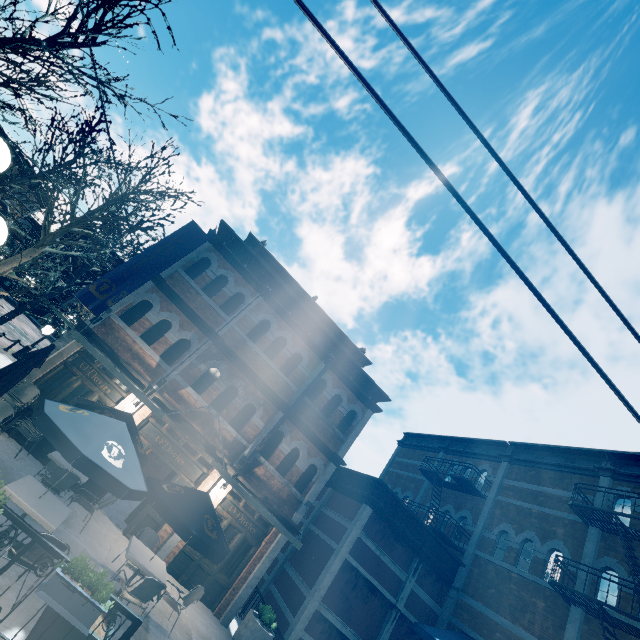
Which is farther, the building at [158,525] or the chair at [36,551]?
the building at [158,525]

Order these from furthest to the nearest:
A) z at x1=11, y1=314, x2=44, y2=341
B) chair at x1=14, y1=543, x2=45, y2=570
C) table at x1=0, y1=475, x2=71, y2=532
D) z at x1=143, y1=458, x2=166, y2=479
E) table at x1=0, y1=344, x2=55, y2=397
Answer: z at x1=11, y1=314, x2=44, y2=341, z at x1=143, y1=458, x2=166, y2=479, table at x1=0, y1=344, x2=55, y2=397, table at x1=0, y1=475, x2=71, y2=532, chair at x1=14, y1=543, x2=45, y2=570

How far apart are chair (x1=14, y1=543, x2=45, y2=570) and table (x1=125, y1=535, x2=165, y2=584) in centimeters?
229cm

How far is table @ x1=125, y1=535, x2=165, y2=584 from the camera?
6.96m

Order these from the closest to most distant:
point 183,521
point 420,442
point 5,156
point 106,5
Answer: point 5,156, point 183,521, point 106,5, point 420,442

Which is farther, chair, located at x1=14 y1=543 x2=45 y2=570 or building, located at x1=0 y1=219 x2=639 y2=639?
building, located at x1=0 y1=219 x2=639 y2=639

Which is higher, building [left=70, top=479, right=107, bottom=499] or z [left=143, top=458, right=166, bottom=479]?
z [left=143, top=458, right=166, bottom=479]

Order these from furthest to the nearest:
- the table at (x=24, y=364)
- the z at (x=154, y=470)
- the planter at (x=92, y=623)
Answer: the z at (x=154, y=470), the table at (x=24, y=364), the planter at (x=92, y=623)
